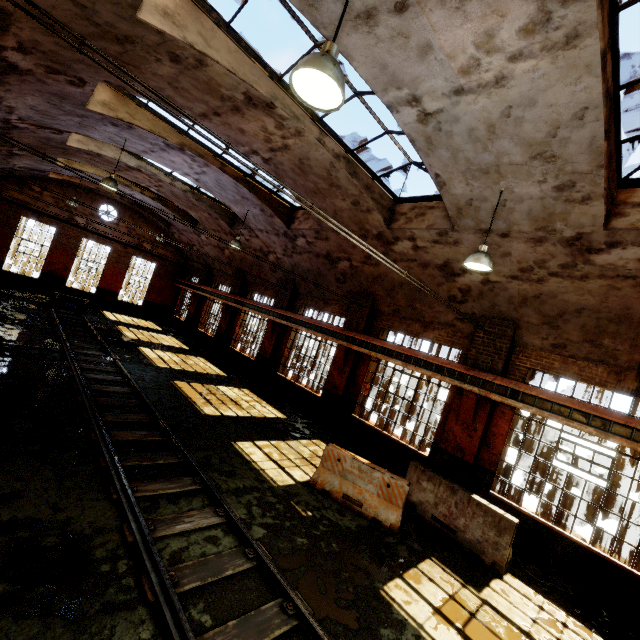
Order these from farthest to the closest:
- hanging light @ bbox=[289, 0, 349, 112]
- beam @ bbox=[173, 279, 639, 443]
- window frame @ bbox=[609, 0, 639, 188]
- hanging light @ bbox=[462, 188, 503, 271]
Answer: beam @ bbox=[173, 279, 639, 443], hanging light @ bbox=[462, 188, 503, 271], window frame @ bbox=[609, 0, 639, 188], hanging light @ bbox=[289, 0, 349, 112]

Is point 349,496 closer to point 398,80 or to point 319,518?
point 319,518

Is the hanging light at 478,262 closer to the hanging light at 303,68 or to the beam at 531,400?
the beam at 531,400

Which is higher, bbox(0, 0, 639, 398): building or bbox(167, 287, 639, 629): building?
bbox(0, 0, 639, 398): building

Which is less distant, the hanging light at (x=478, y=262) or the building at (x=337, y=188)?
the building at (x=337, y=188)

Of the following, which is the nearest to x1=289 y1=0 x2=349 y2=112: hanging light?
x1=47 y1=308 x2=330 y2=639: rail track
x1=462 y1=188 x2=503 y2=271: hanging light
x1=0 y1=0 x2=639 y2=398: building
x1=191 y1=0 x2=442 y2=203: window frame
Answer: x1=0 y1=0 x2=639 y2=398: building

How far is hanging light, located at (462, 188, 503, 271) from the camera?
6.1 meters

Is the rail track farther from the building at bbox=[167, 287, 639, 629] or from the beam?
the beam
